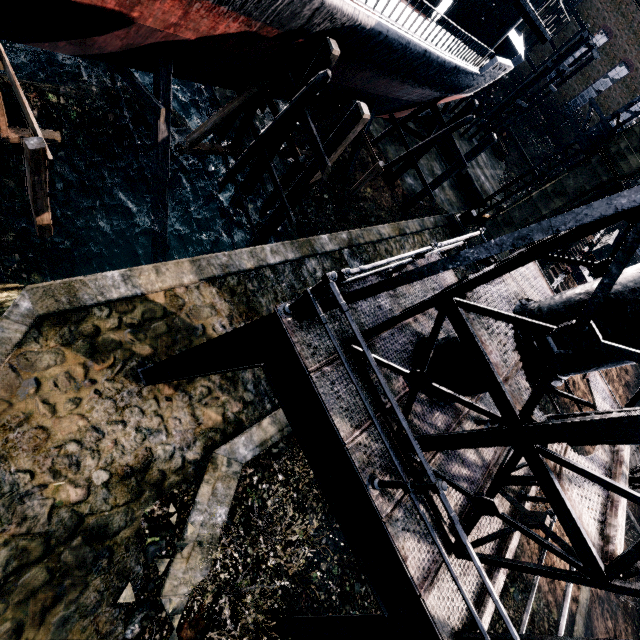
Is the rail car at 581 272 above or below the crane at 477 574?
below

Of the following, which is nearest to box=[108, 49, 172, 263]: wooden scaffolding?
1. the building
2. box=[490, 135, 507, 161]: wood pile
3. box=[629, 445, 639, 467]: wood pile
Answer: the building

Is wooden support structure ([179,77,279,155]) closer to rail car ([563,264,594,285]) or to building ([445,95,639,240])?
building ([445,95,639,240])

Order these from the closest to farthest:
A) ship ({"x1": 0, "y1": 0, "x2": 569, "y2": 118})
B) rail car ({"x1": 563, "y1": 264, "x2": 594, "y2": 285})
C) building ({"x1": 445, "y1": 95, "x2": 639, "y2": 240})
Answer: ship ({"x1": 0, "y1": 0, "x2": 569, "y2": 118})
building ({"x1": 445, "y1": 95, "x2": 639, "y2": 240})
rail car ({"x1": 563, "y1": 264, "x2": 594, "y2": 285})

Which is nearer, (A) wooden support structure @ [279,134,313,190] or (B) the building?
(A) wooden support structure @ [279,134,313,190]

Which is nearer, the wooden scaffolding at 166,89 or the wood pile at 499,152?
the wooden scaffolding at 166,89

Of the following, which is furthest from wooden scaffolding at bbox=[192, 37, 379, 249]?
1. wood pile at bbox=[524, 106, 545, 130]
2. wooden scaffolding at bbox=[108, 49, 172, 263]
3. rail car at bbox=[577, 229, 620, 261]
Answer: wood pile at bbox=[524, 106, 545, 130]

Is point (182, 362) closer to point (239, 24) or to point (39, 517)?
point (39, 517)
